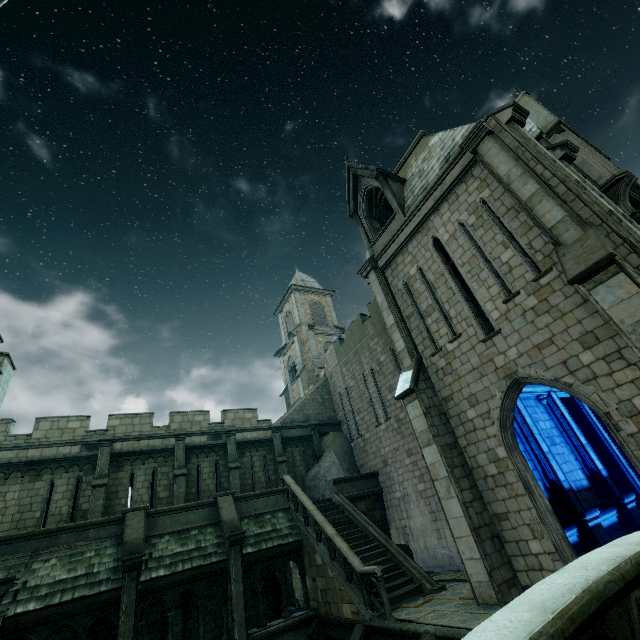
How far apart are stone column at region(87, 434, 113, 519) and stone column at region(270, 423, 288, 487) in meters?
8.4 m

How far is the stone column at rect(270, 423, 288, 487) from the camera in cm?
1906

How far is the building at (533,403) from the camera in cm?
1229

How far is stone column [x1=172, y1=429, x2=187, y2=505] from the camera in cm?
1609

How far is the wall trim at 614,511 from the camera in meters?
11.4 m

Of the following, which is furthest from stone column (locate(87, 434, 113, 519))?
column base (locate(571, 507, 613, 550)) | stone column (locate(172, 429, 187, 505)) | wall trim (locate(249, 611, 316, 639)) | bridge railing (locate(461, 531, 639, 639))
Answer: column base (locate(571, 507, 613, 550))

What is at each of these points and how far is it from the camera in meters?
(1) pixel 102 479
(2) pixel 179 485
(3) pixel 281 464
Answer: (1) stone column, 15.3 m
(2) stone column, 16.4 m
(3) stone column, 19.3 m

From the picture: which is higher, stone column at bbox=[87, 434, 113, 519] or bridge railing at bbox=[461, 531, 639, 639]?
stone column at bbox=[87, 434, 113, 519]
